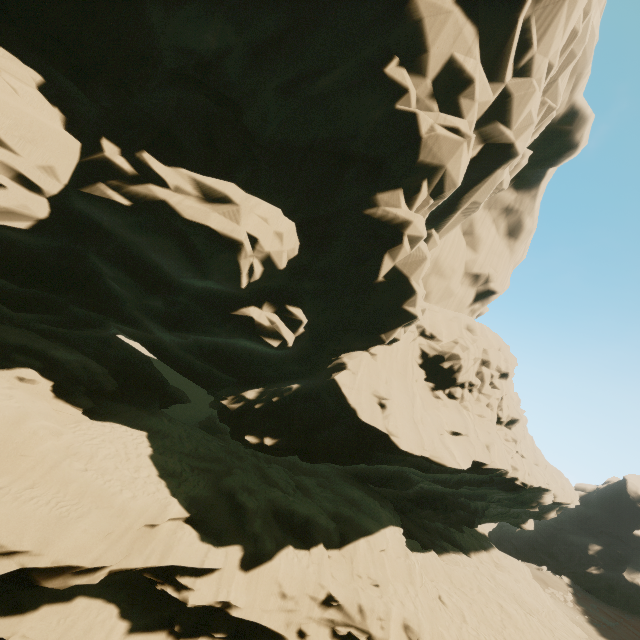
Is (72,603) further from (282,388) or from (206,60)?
(206,60)
